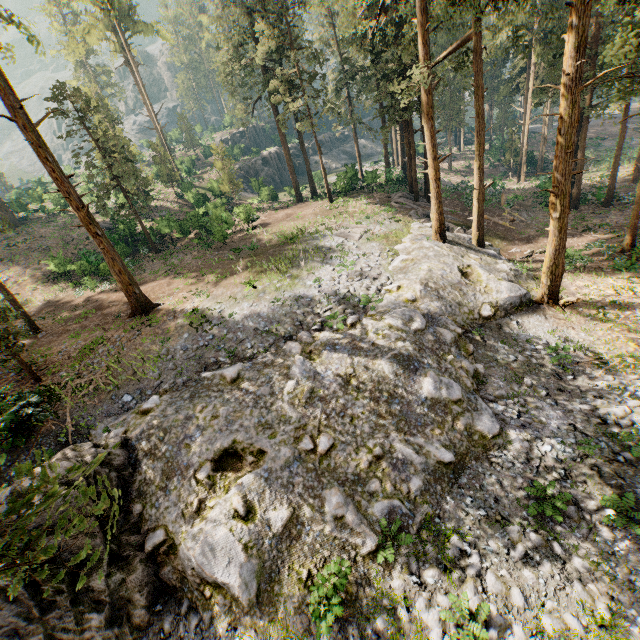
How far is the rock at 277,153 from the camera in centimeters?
4484cm

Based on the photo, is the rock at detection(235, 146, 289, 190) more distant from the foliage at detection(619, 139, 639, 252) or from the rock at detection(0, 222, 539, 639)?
the rock at detection(0, 222, 539, 639)

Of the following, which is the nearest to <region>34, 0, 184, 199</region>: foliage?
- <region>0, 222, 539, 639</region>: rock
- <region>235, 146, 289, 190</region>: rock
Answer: <region>0, 222, 539, 639</region>: rock

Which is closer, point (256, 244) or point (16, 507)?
point (16, 507)

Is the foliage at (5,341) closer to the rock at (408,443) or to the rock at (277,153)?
the rock at (408,443)
